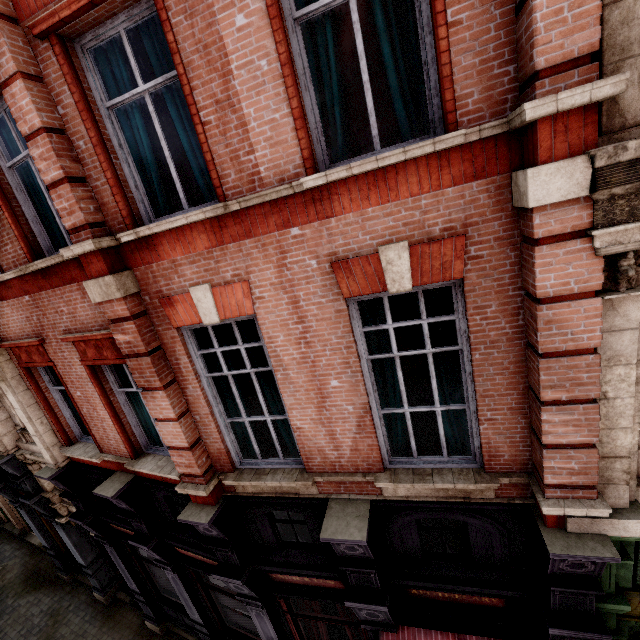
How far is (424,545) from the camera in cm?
520

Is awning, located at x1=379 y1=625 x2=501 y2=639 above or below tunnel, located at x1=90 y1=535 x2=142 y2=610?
above

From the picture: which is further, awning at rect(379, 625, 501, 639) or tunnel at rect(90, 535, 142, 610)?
tunnel at rect(90, 535, 142, 610)

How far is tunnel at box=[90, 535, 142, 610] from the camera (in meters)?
10.52

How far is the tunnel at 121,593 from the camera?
10.5m

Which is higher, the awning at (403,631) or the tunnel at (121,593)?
the awning at (403,631)
